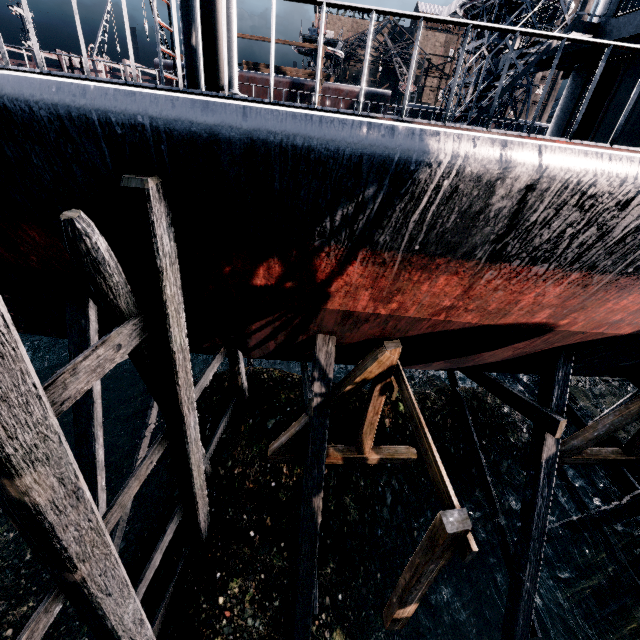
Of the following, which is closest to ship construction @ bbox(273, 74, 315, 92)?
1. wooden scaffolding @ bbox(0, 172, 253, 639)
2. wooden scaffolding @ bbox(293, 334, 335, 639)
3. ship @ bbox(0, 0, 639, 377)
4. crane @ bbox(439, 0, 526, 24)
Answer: crane @ bbox(439, 0, 526, 24)

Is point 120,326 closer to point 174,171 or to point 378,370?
point 174,171

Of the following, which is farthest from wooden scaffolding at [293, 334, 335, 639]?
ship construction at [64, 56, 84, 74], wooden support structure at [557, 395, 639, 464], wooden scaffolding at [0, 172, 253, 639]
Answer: ship construction at [64, 56, 84, 74]

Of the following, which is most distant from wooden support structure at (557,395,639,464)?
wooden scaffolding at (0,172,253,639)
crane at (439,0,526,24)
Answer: crane at (439,0,526,24)

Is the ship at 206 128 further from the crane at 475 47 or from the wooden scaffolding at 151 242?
the crane at 475 47

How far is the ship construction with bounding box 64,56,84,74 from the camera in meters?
26.7

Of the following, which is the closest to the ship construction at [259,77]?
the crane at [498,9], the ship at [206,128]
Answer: the crane at [498,9]
